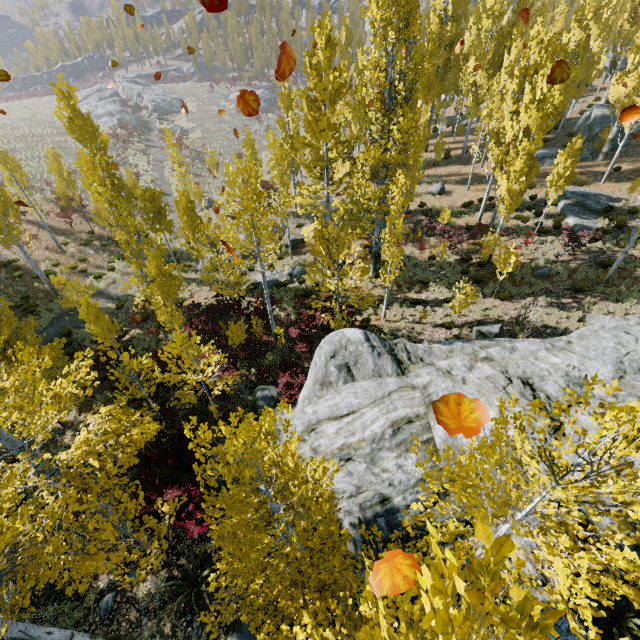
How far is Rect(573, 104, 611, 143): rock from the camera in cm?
2847

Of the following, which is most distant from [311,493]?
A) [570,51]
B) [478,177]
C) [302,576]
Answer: [478,177]

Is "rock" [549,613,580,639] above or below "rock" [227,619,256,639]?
above

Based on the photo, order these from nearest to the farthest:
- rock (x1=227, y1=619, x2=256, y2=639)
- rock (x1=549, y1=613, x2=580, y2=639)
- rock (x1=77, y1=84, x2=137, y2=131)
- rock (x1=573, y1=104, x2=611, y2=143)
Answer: rock (x1=549, y1=613, x2=580, y2=639) → rock (x1=227, y1=619, x2=256, y2=639) → rock (x1=573, y1=104, x2=611, y2=143) → rock (x1=77, y1=84, x2=137, y2=131)

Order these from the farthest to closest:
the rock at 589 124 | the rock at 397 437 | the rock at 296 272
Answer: the rock at 589 124 → the rock at 296 272 → the rock at 397 437

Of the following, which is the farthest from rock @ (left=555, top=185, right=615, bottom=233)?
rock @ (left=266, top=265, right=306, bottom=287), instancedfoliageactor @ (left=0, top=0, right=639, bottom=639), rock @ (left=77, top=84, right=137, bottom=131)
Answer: rock @ (left=77, top=84, right=137, bottom=131)

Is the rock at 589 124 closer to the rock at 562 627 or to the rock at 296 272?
the rock at 562 627

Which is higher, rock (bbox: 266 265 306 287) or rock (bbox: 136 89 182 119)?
rock (bbox: 136 89 182 119)
